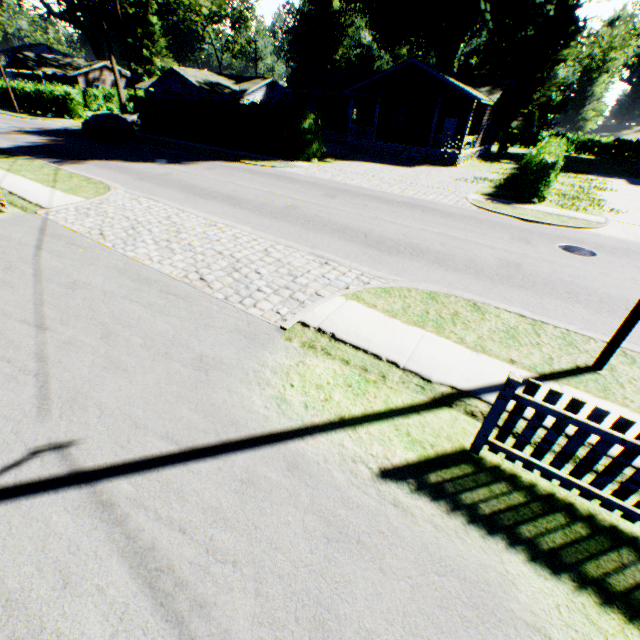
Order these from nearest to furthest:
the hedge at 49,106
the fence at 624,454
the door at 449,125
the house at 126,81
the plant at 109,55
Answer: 1. the fence at 624,454
2. the door at 449,125
3. the hedge at 49,106
4. the plant at 109,55
5. the house at 126,81

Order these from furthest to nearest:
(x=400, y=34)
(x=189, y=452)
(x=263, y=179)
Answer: (x=400, y=34)
(x=263, y=179)
(x=189, y=452)

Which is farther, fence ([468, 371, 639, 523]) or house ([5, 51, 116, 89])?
house ([5, 51, 116, 89])

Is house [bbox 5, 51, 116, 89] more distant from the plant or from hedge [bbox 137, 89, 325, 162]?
hedge [bbox 137, 89, 325, 162]

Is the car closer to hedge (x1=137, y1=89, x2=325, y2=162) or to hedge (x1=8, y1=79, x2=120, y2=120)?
hedge (x1=137, y1=89, x2=325, y2=162)

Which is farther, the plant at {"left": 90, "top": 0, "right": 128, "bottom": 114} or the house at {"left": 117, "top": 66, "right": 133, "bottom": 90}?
the house at {"left": 117, "top": 66, "right": 133, "bottom": 90}

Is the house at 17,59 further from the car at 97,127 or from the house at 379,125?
the house at 379,125

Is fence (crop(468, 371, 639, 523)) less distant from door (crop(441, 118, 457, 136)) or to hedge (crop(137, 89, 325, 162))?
hedge (crop(137, 89, 325, 162))
